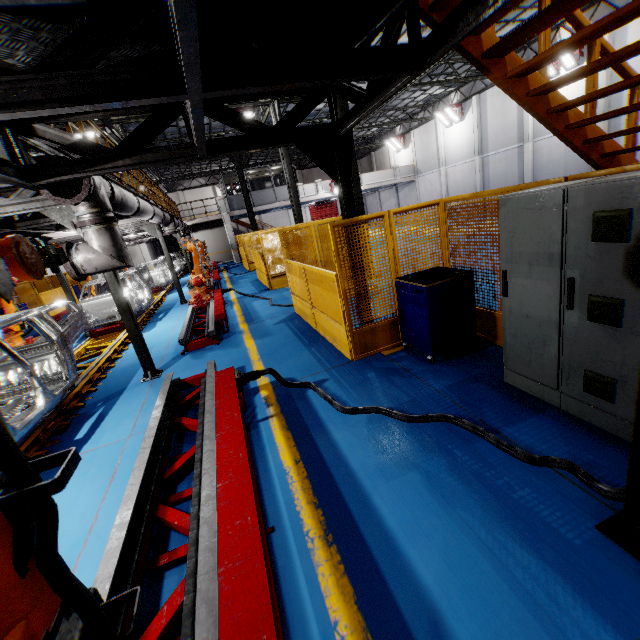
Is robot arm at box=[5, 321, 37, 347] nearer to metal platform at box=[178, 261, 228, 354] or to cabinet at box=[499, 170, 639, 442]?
metal platform at box=[178, 261, 228, 354]

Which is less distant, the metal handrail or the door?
the metal handrail

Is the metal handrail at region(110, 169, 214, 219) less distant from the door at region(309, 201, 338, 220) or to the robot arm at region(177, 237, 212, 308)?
the robot arm at region(177, 237, 212, 308)

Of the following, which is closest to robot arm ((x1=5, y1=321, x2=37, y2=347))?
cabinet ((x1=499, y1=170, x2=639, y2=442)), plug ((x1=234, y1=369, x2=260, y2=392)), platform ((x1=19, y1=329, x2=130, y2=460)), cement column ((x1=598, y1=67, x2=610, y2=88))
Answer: platform ((x1=19, y1=329, x2=130, y2=460))

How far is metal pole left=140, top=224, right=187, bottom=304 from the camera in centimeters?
1284cm

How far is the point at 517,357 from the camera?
3.6 meters

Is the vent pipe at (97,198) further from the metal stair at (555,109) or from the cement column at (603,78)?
the cement column at (603,78)

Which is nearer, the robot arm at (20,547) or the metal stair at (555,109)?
the robot arm at (20,547)
